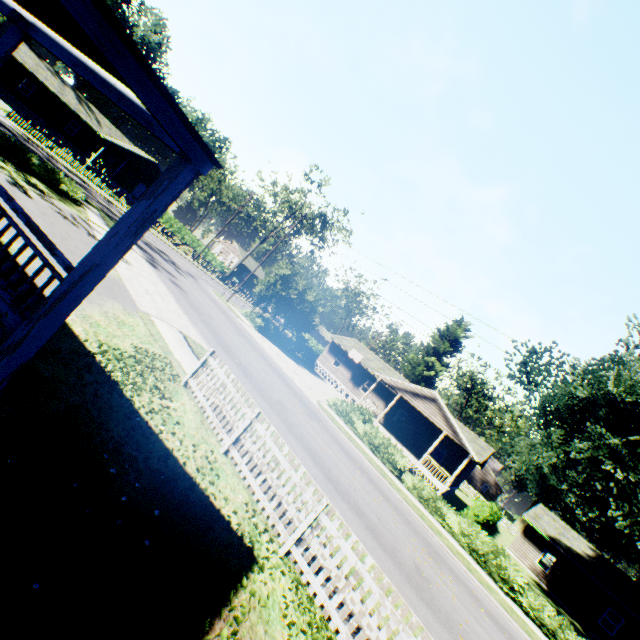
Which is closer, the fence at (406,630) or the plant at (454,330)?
the fence at (406,630)

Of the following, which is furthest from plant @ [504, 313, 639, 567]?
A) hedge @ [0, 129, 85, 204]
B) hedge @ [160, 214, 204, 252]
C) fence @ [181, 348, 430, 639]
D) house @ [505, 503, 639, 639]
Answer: hedge @ [160, 214, 204, 252]

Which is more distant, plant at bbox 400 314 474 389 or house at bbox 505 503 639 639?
plant at bbox 400 314 474 389

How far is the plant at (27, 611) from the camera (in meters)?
2.73

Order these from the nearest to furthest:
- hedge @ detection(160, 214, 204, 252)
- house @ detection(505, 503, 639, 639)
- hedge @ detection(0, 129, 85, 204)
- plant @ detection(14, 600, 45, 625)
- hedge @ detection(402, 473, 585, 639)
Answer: plant @ detection(14, 600, 45, 625) → hedge @ detection(402, 473, 585, 639) → hedge @ detection(0, 129, 85, 204) → house @ detection(505, 503, 639, 639) → hedge @ detection(160, 214, 204, 252)

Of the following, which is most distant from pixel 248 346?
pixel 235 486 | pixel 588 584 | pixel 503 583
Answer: pixel 588 584

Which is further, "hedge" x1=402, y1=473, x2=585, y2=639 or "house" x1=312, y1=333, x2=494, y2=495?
"house" x1=312, y1=333, x2=494, y2=495

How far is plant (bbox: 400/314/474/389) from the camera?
46.44m
